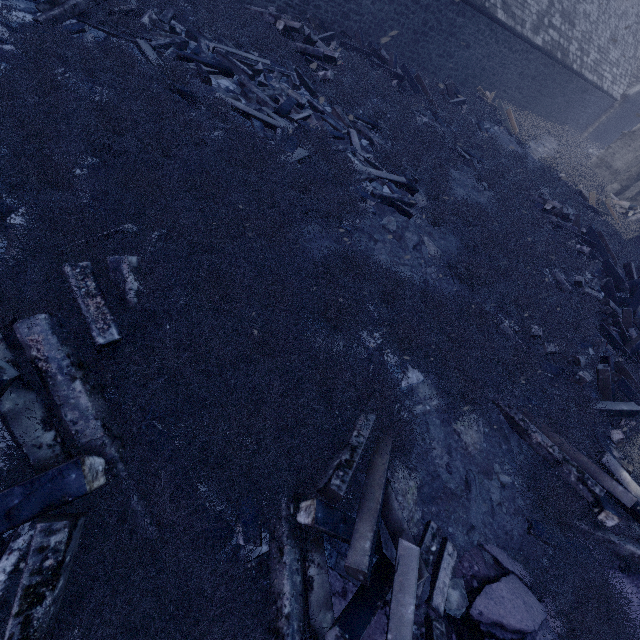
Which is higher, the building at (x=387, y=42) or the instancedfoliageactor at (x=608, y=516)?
the building at (x=387, y=42)

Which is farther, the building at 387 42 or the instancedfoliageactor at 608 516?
the building at 387 42

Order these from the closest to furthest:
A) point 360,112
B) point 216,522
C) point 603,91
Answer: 1. point 216,522
2. point 360,112
3. point 603,91

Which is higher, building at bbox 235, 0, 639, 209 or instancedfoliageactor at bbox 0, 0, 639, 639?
building at bbox 235, 0, 639, 209

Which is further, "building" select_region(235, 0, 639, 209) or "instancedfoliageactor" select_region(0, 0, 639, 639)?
"building" select_region(235, 0, 639, 209)
